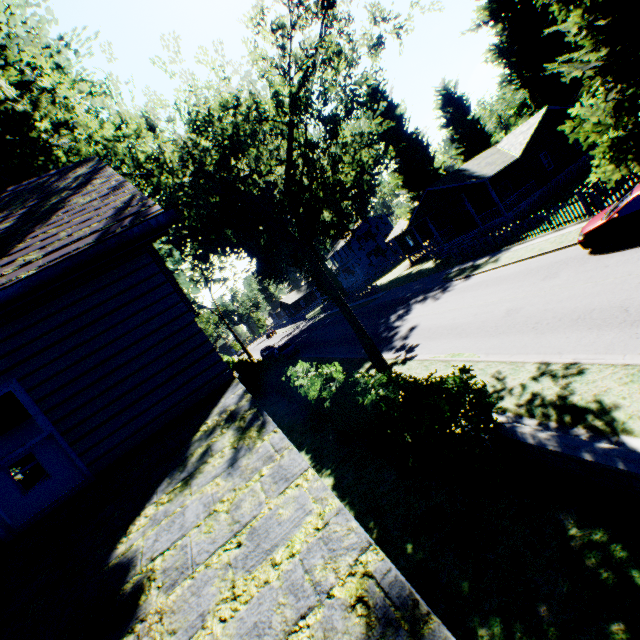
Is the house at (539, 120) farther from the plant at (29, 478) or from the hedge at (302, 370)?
the hedge at (302, 370)

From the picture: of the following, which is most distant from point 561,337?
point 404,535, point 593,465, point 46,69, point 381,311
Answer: point 46,69

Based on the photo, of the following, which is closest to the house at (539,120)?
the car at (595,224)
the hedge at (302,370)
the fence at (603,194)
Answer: the fence at (603,194)

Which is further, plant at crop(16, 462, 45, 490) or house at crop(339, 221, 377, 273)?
house at crop(339, 221, 377, 273)

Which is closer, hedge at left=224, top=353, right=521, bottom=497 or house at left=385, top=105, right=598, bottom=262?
hedge at left=224, top=353, right=521, bottom=497

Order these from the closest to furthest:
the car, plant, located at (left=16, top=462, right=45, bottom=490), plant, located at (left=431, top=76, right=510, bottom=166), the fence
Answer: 1. the car
2. the fence
3. plant, located at (left=16, top=462, right=45, bottom=490)
4. plant, located at (left=431, top=76, right=510, bottom=166)

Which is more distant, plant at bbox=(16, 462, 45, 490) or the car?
plant at bbox=(16, 462, 45, 490)

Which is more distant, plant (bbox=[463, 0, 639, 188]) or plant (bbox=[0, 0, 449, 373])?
plant (bbox=[463, 0, 639, 188])
